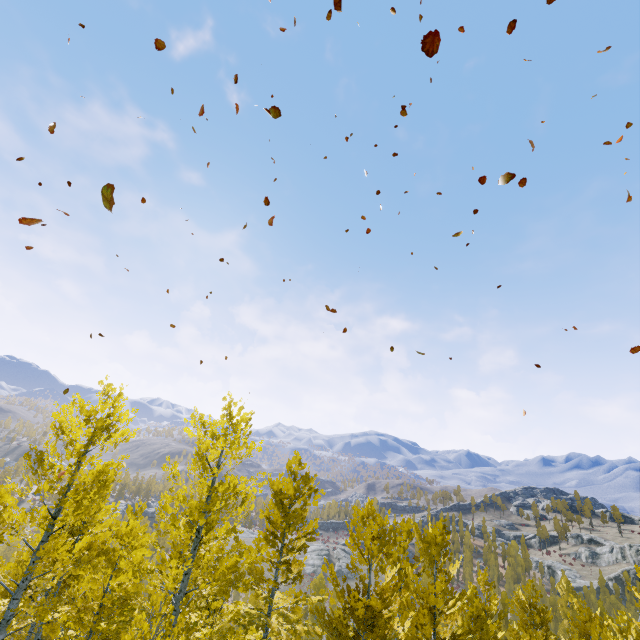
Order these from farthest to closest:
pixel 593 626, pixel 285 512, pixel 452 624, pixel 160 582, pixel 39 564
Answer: pixel 593 626
pixel 285 512
pixel 452 624
pixel 160 582
pixel 39 564
